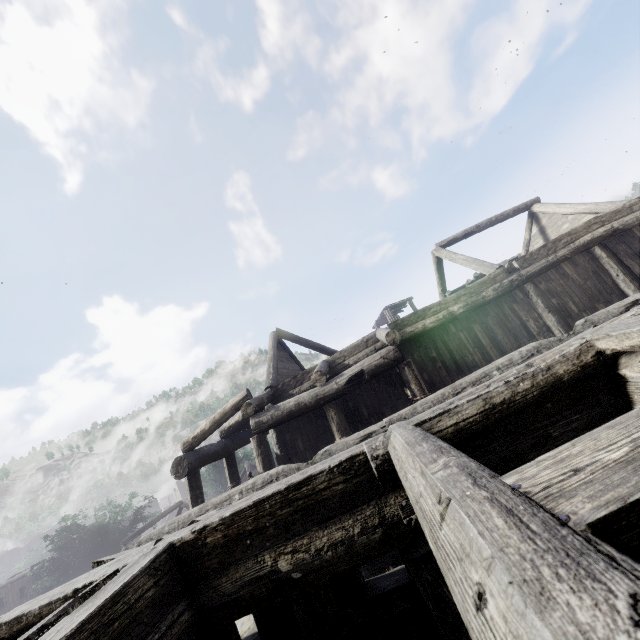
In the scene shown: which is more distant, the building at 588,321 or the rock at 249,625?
the rock at 249,625

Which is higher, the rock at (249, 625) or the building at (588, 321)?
the building at (588, 321)

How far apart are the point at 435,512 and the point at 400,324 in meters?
10.0 m

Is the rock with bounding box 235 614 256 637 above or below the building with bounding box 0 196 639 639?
below

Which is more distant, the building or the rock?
the rock
